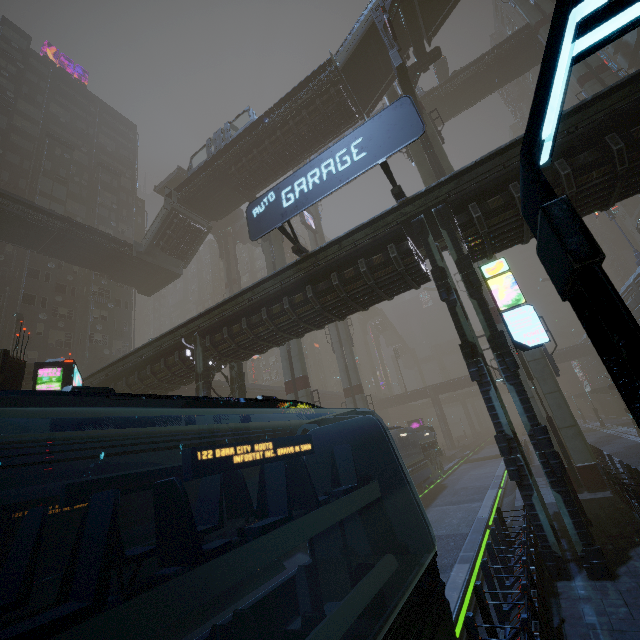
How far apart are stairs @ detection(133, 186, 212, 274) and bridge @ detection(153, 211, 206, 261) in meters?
0.0

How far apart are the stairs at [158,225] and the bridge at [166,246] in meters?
0.0

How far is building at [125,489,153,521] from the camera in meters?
23.4

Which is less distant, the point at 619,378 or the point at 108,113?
the point at 619,378

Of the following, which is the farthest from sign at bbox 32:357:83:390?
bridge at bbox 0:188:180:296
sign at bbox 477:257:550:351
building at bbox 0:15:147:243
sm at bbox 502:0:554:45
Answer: sm at bbox 502:0:554:45

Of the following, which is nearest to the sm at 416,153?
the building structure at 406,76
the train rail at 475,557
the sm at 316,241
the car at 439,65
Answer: the building structure at 406,76

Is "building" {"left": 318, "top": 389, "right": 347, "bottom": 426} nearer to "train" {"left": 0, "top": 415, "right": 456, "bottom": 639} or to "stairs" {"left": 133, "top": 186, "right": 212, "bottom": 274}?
"train" {"left": 0, "top": 415, "right": 456, "bottom": 639}

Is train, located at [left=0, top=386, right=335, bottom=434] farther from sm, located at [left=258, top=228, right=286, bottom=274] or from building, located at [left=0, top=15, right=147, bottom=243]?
sm, located at [left=258, top=228, right=286, bottom=274]
